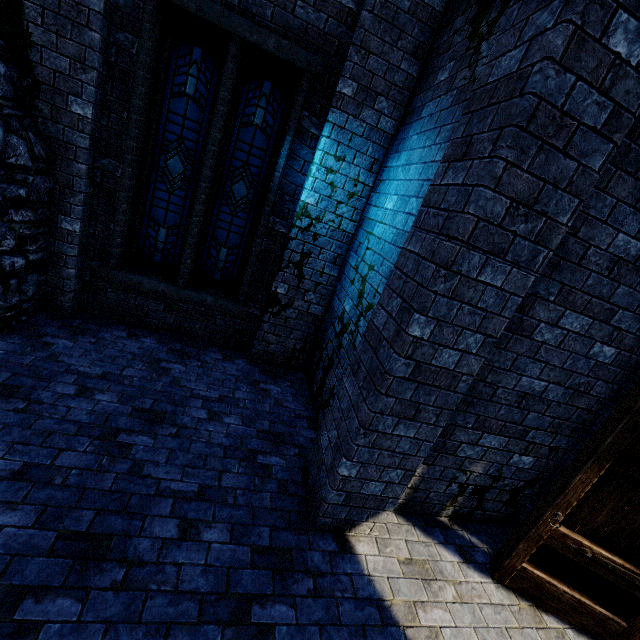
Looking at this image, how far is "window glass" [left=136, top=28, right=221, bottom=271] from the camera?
4.5 meters

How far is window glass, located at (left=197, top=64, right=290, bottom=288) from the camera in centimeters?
475cm

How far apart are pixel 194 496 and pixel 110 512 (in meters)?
0.68

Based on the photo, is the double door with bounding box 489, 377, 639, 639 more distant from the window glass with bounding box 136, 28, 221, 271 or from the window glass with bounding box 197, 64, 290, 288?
the window glass with bounding box 136, 28, 221, 271

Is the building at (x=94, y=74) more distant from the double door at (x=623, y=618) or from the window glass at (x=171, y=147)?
the window glass at (x=171, y=147)

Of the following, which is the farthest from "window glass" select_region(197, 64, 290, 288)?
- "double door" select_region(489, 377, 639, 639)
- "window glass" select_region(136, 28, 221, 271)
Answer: "double door" select_region(489, 377, 639, 639)

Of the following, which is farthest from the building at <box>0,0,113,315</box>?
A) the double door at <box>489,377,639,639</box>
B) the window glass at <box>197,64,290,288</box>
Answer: the window glass at <box>197,64,290,288</box>

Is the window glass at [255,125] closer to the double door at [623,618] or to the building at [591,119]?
the building at [591,119]
